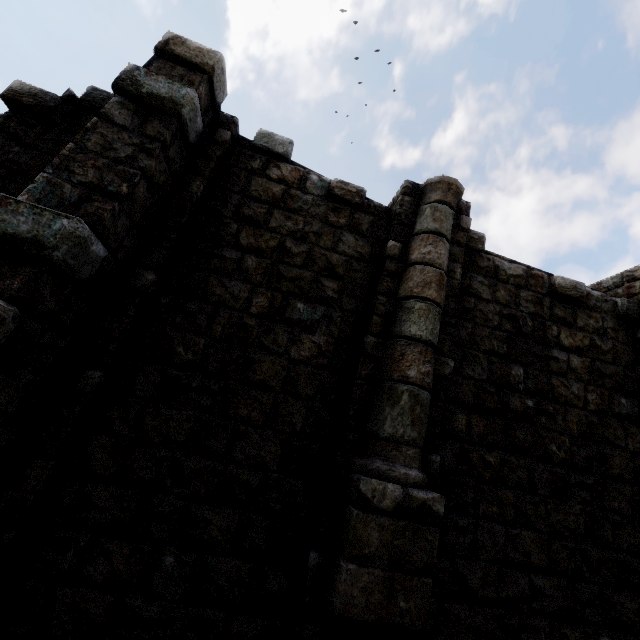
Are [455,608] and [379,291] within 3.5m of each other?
no
